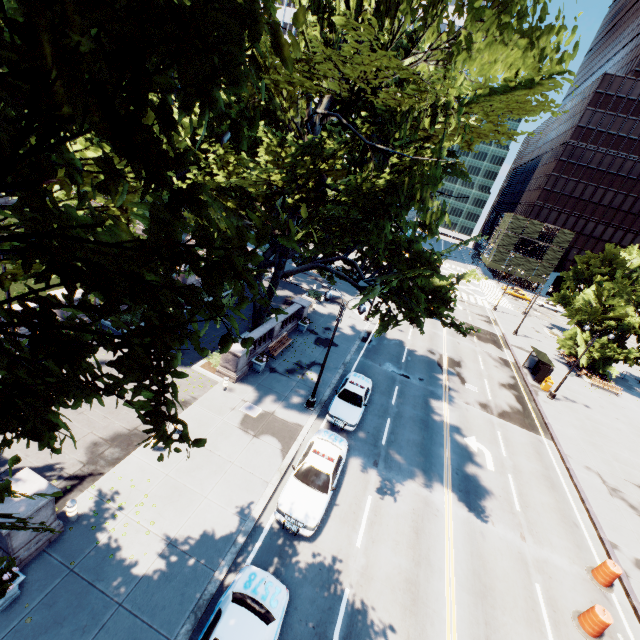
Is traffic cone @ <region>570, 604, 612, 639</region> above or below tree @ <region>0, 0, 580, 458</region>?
below

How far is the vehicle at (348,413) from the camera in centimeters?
1807cm

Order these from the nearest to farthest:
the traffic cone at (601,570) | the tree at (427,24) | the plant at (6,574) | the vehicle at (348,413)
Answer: the tree at (427,24) → the plant at (6,574) → the traffic cone at (601,570) → the vehicle at (348,413)

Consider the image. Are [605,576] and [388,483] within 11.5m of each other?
yes

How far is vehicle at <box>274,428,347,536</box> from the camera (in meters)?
12.38

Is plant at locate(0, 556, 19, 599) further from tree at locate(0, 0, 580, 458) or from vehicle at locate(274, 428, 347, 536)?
vehicle at locate(274, 428, 347, 536)

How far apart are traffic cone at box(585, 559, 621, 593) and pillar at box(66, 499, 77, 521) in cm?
2120
